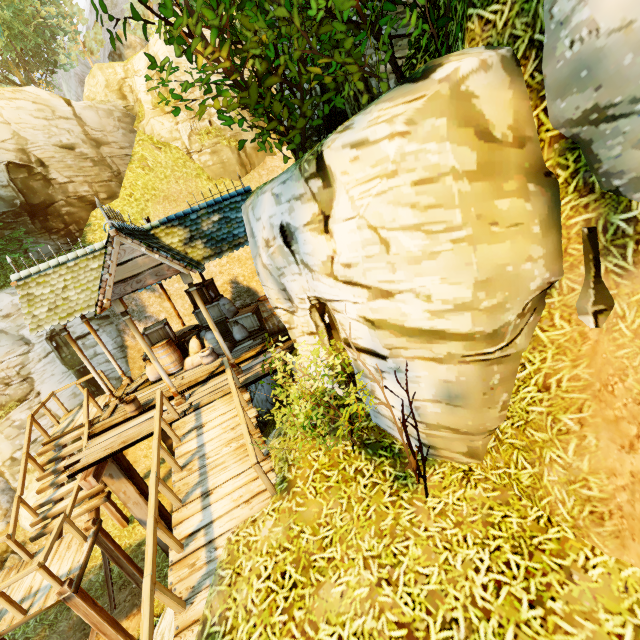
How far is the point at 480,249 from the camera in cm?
341

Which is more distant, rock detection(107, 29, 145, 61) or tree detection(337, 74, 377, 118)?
rock detection(107, 29, 145, 61)

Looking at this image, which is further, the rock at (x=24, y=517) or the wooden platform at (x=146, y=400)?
the rock at (x=24, y=517)

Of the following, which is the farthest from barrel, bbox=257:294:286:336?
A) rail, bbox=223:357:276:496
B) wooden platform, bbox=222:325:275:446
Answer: rail, bbox=223:357:276:496

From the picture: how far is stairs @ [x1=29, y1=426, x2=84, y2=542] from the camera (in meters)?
8.00

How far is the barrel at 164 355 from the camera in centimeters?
1024cm

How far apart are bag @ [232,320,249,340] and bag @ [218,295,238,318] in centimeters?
72cm

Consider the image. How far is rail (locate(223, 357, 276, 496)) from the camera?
4.93m
